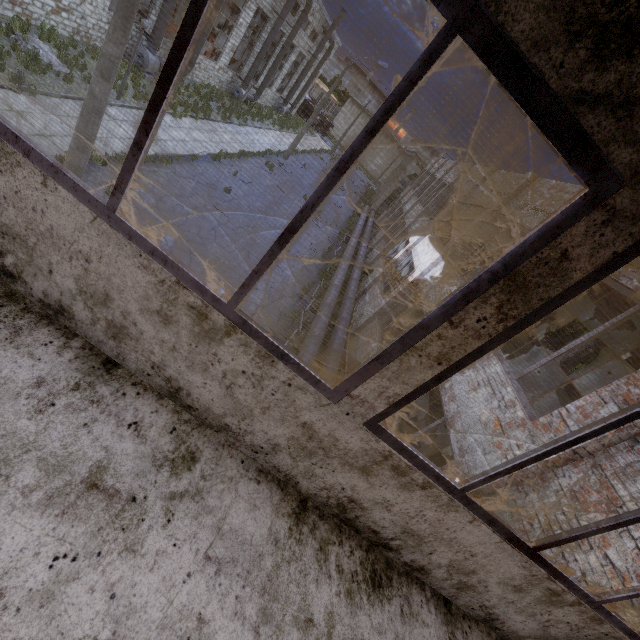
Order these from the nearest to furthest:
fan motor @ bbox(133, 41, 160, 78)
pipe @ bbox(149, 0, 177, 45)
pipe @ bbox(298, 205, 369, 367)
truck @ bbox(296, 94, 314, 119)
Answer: pipe @ bbox(298, 205, 369, 367), pipe @ bbox(149, 0, 177, 45), fan motor @ bbox(133, 41, 160, 78), truck @ bbox(296, 94, 314, 119)

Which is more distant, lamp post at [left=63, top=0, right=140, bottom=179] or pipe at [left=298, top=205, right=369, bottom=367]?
pipe at [left=298, top=205, right=369, bottom=367]

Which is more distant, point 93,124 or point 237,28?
point 237,28

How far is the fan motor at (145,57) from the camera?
18.2 meters

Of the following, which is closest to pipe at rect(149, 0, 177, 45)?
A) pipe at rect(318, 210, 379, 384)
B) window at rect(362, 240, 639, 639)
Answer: pipe at rect(318, 210, 379, 384)

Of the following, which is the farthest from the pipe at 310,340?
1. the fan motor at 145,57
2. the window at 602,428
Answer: the fan motor at 145,57

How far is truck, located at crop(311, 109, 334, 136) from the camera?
56.87m
